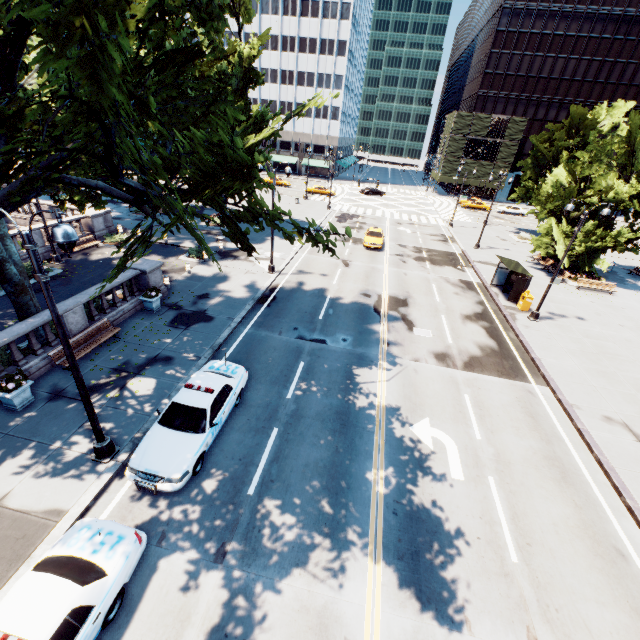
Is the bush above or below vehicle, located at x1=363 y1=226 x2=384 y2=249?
below

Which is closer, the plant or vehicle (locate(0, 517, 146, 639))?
vehicle (locate(0, 517, 146, 639))

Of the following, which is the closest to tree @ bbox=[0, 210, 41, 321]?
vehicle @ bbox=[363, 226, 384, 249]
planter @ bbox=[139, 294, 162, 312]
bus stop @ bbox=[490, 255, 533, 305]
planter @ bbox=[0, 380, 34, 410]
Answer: planter @ bbox=[0, 380, 34, 410]

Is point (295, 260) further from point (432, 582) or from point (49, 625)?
point (49, 625)

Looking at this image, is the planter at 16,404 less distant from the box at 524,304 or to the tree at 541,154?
the tree at 541,154

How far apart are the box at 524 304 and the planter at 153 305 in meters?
23.0

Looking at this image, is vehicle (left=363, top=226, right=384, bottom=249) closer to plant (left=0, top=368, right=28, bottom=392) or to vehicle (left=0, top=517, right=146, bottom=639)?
vehicle (left=0, top=517, right=146, bottom=639)
